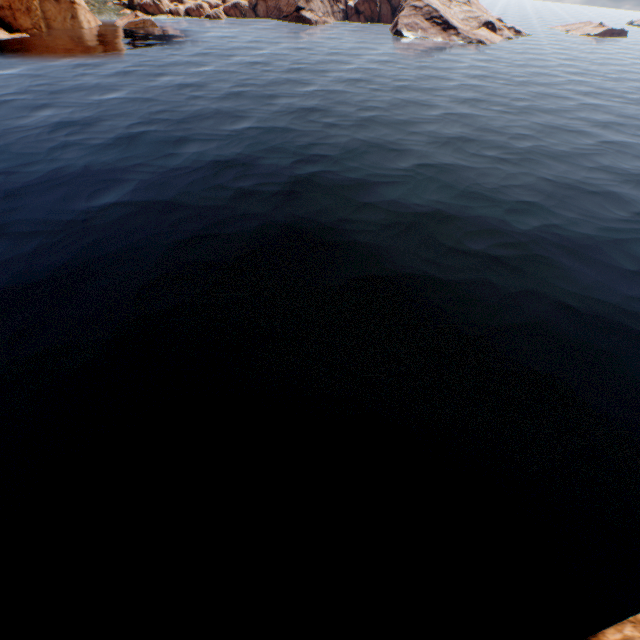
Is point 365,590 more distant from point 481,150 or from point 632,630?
point 481,150
